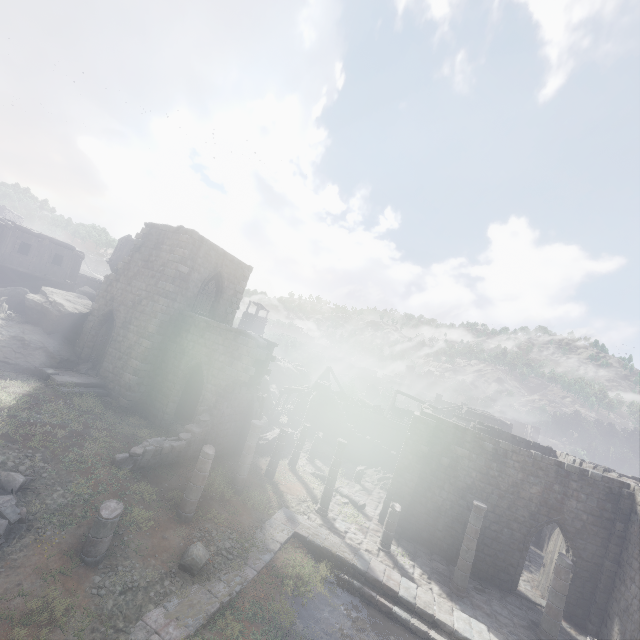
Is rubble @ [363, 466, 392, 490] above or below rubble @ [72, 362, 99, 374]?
below

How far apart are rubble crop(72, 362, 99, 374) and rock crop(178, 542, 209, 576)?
12.8 meters

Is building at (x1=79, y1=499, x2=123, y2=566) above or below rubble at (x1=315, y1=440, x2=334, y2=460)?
above

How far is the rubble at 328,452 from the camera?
26.5 meters

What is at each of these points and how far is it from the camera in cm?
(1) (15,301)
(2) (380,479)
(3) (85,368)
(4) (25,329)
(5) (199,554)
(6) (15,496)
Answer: (1) rock, 2095
(2) rubble, 2450
(3) rubble, 1895
(4) rock, 1797
(5) rock, 1023
(6) rubble, 926

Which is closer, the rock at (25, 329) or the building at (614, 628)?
the building at (614, 628)

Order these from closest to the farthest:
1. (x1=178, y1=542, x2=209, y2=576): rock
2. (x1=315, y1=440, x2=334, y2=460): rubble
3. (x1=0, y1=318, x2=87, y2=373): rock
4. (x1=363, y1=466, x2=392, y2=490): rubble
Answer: (x1=178, y1=542, x2=209, y2=576): rock → (x1=0, y1=318, x2=87, y2=373): rock → (x1=363, y1=466, x2=392, y2=490): rubble → (x1=315, y1=440, x2=334, y2=460): rubble

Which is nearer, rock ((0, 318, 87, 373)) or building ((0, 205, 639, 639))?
building ((0, 205, 639, 639))
